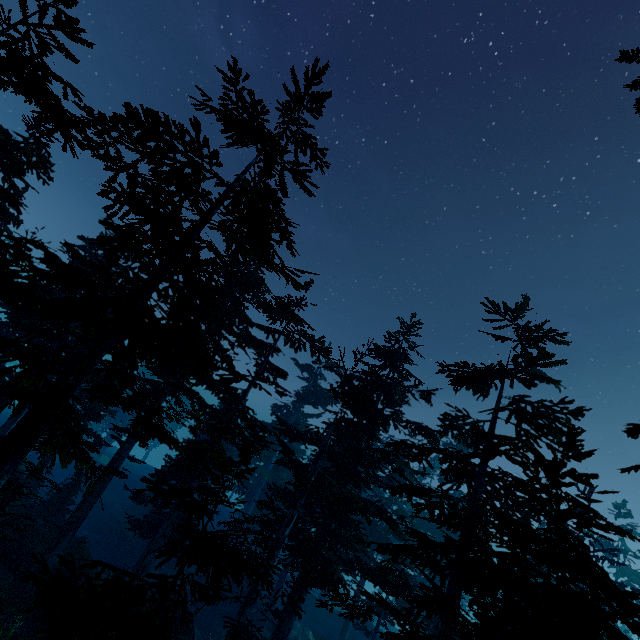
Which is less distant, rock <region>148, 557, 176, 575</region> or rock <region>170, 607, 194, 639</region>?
rock <region>170, 607, 194, 639</region>

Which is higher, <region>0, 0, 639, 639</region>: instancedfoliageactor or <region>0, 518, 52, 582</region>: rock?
<region>0, 0, 639, 639</region>: instancedfoliageactor

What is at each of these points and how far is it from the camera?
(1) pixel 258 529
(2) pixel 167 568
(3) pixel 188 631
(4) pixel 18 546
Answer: (1) instancedfoliageactor, 36.12m
(2) rock, 29.55m
(3) rock, 18.47m
(4) rock, 18.45m

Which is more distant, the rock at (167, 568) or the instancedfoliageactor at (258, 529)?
the rock at (167, 568)

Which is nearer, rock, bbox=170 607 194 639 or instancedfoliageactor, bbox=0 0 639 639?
instancedfoliageactor, bbox=0 0 639 639

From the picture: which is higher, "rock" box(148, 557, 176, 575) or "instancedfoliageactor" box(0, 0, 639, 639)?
"instancedfoliageactor" box(0, 0, 639, 639)

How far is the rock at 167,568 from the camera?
28.2m

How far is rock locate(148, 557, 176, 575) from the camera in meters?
28.2 m
